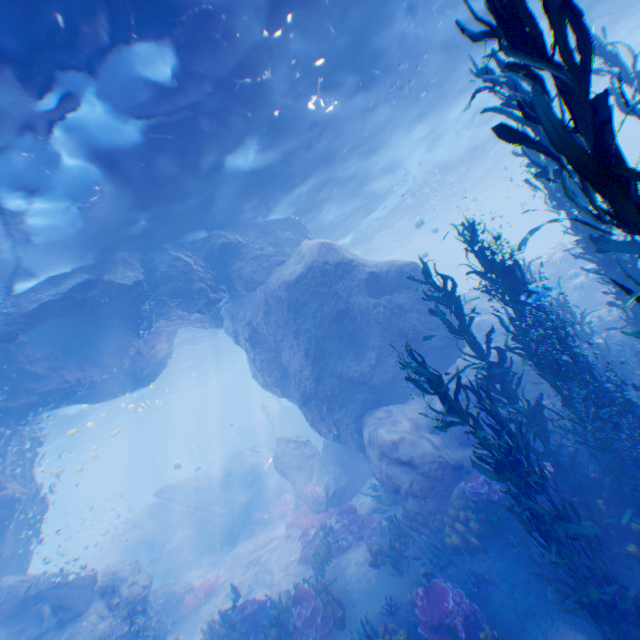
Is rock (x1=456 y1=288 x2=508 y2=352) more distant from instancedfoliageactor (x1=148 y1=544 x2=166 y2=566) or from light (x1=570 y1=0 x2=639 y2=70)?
instancedfoliageactor (x1=148 y1=544 x2=166 y2=566)

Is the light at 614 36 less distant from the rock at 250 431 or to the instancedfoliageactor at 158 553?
the instancedfoliageactor at 158 553

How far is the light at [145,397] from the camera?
24.84m

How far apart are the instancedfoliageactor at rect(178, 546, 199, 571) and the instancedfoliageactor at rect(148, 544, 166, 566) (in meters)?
1.28

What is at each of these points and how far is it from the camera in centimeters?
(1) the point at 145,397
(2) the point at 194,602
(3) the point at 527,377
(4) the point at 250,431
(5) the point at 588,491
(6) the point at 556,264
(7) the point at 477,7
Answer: (1) light, 3853cm
(2) instancedfoliageactor, 1322cm
(3) rock, 1062cm
(4) rock, 4269cm
(5) instancedfoliageactor, 646cm
(6) rock, 1897cm
(7) light, 1013cm

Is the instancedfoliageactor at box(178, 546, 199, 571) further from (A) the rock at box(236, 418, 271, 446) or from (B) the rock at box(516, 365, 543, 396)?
(A) the rock at box(236, 418, 271, 446)

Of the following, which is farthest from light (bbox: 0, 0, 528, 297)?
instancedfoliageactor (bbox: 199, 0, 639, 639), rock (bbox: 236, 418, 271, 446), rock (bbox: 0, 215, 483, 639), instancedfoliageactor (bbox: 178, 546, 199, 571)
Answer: rock (bbox: 236, 418, 271, 446)

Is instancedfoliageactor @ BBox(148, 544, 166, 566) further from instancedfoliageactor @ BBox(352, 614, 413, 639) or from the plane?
instancedfoliageactor @ BBox(352, 614, 413, 639)
